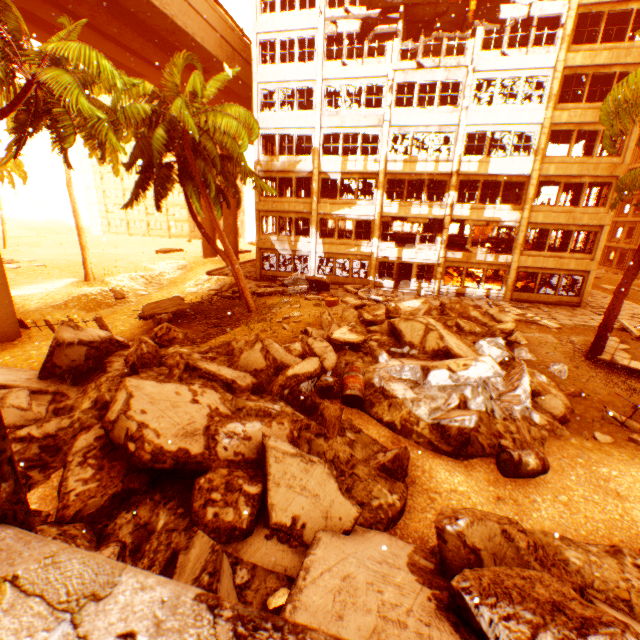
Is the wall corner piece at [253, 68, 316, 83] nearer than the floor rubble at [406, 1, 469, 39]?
Yes

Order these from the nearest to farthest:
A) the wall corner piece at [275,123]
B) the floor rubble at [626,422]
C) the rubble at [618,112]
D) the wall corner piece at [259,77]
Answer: the floor rubble at [626,422] → the rubble at [618,112] → the wall corner piece at [259,77] → the wall corner piece at [275,123]

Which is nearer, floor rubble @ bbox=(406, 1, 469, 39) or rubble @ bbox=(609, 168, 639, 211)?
rubble @ bbox=(609, 168, 639, 211)

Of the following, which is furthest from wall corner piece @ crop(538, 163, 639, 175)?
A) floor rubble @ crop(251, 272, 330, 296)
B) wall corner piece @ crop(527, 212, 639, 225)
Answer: floor rubble @ crop(251, 272, 330, 296)

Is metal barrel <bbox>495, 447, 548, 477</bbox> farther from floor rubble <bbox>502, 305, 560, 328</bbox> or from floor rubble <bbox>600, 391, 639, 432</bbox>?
floor rubble <bbox>502, 305, 560, 328</bbox>

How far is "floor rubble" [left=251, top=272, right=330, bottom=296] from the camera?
20.80m

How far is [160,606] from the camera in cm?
63

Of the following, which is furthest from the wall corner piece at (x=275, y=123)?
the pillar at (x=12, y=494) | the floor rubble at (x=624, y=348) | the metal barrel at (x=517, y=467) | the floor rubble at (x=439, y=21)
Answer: the pillar at (x=12, y=494)
